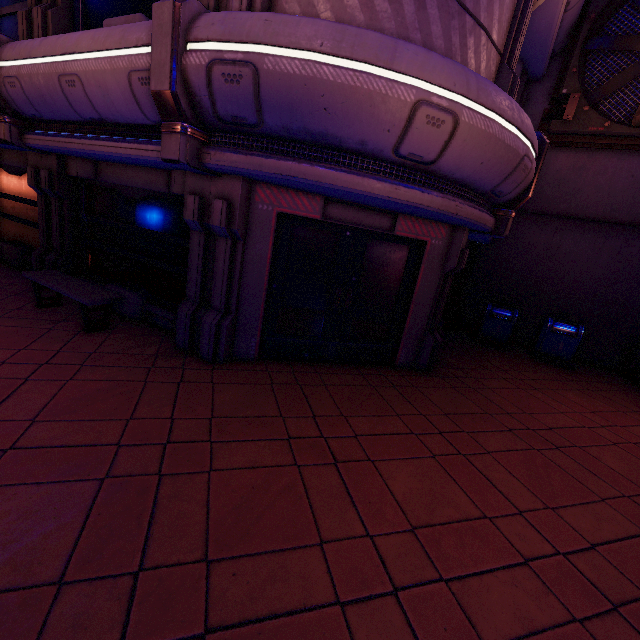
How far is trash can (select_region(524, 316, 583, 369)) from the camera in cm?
896

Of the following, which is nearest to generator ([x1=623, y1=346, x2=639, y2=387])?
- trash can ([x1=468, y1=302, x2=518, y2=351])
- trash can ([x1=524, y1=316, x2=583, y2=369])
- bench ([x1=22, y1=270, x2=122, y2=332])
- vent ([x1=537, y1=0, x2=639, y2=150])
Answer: trash can ([x1=524, y1=316, x2=583, y2=369])

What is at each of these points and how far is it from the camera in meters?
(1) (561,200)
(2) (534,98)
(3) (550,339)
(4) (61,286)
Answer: (1) building, 9.5 m
(2) building, 9.4 m
(3) trash can, 9.2 m
(4) bench, 5.7 m

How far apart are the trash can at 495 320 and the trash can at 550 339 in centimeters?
50cm

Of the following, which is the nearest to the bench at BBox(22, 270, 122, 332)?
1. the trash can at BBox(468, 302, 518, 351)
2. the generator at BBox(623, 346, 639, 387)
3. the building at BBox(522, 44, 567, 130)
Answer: A: the trash can at BBox(468, 302, 518, 351)

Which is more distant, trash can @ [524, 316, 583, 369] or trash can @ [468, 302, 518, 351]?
trash can @ [468, 302, 518, 351]

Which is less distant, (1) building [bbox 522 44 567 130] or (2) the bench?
(2) the bench

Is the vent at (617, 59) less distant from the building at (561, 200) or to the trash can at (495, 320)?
the building at (561, 200)
